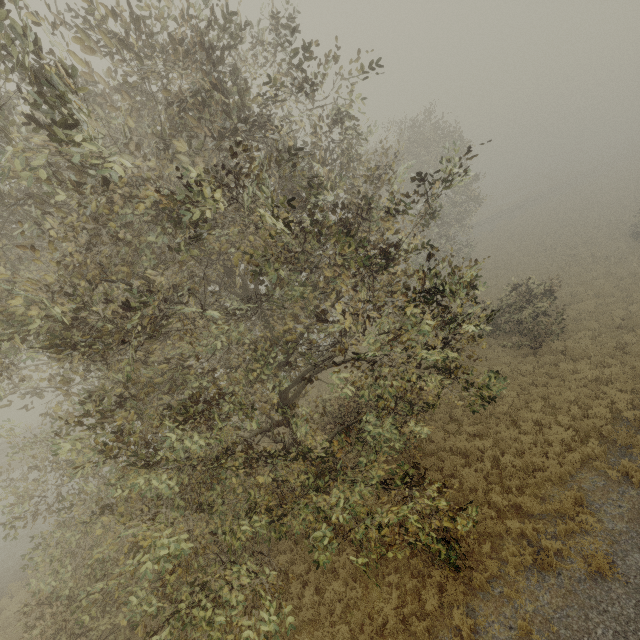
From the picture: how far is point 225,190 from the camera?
10.1m
